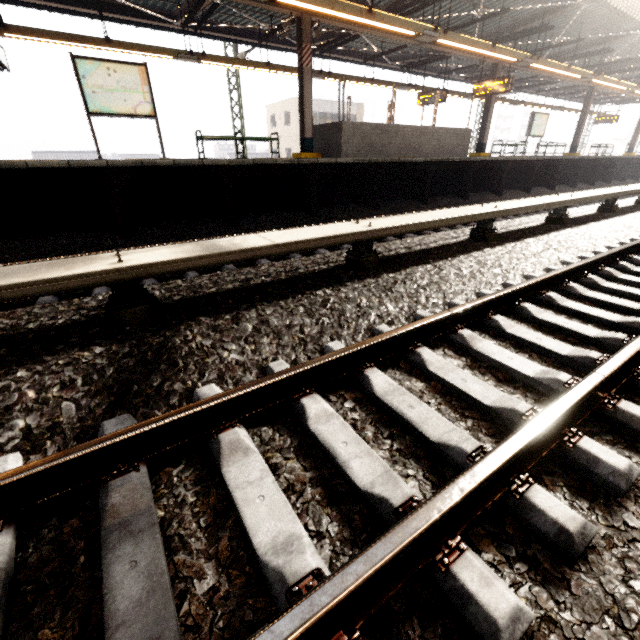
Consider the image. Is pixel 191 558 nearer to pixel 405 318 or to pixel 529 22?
pixel 405 318

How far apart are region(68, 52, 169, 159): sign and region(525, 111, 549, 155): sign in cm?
1813

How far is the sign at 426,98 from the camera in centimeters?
1392cm

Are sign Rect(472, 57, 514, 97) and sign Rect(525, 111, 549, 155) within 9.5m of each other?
yes

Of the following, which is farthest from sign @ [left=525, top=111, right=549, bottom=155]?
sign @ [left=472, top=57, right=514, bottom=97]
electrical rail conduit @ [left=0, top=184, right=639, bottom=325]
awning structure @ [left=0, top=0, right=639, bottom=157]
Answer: electrical rail conduit @ [left=0, top=184, right=639, bottom=325]

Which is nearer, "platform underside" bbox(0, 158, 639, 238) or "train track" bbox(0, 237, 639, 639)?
"train track" bbox(0, 237, 639, 639)

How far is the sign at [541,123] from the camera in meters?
16.7

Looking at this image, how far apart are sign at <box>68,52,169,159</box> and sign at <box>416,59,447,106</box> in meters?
11.9
